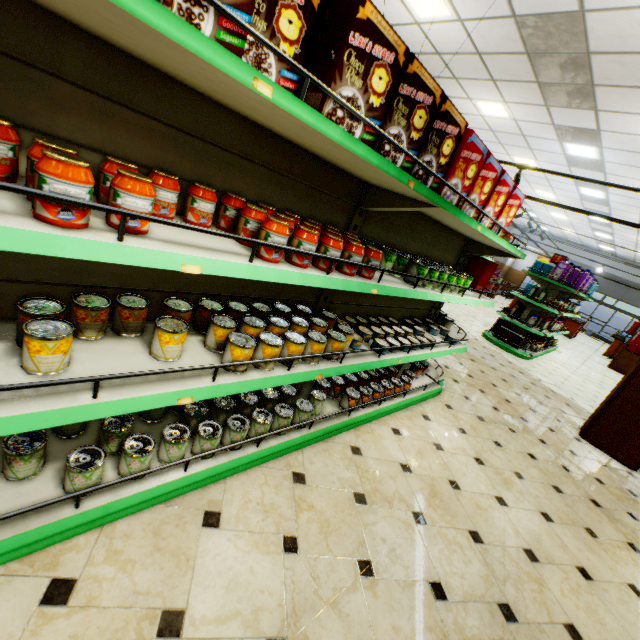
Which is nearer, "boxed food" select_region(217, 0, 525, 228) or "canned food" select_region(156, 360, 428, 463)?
"boxed food" select_region(217, 0, 525, 228)

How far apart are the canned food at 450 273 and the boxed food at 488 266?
1.1m

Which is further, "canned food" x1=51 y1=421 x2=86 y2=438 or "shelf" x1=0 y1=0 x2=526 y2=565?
"canned food" x1=51 y1=421 x2=86 y2=438

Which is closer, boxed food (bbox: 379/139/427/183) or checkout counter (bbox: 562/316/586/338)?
boxed food (bbox: 379/139/427/183)

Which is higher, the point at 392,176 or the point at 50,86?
the point at 392,176

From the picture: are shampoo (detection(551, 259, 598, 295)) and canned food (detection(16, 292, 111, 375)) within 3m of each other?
no

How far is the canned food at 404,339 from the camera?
1.7m

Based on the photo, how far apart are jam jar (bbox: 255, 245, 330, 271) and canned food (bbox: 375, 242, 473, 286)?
1.3 meters
